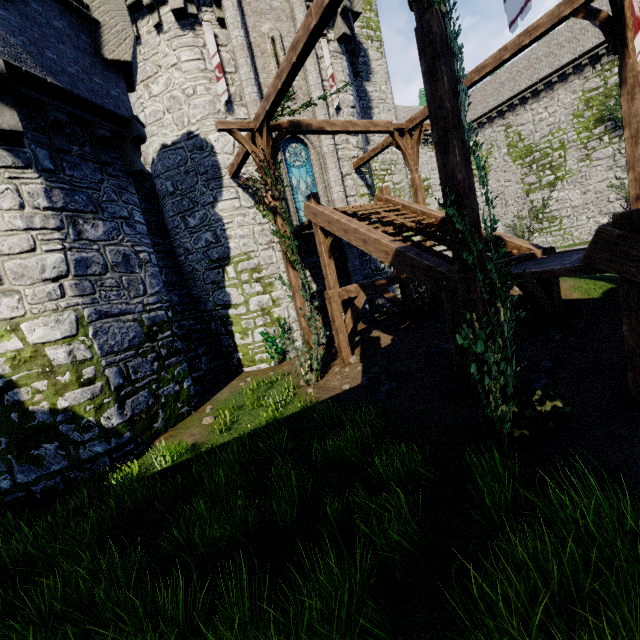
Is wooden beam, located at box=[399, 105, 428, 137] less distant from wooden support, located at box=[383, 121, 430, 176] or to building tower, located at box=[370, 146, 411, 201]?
wooden support, located at box=[383, 121, 430, 176]

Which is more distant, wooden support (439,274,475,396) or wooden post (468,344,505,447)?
wooden support (439,274,475,396)

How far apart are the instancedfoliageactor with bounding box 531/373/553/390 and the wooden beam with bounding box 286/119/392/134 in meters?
9.0 m

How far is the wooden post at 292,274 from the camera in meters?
9.6 m

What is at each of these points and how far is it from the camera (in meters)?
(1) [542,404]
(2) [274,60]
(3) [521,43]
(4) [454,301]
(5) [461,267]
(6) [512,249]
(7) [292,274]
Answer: (1) ivy, 4.49
(2) window slit, 12.81
(3) wooden beam, 7.95
(4) wooden support, 6.29
(5) wooden post, 4.44
(6) stairs, 8.13
(7) wooden post, 9.63

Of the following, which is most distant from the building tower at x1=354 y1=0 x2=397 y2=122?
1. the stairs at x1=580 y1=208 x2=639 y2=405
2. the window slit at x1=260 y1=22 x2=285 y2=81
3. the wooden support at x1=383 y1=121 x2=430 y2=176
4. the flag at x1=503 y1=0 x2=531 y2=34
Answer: the stairs at x1=580 y1=208 x2=639 y2=405

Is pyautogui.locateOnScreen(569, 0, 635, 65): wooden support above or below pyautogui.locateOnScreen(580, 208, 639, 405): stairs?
above

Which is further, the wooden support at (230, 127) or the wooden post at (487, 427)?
the wooden support at (230, 127)
